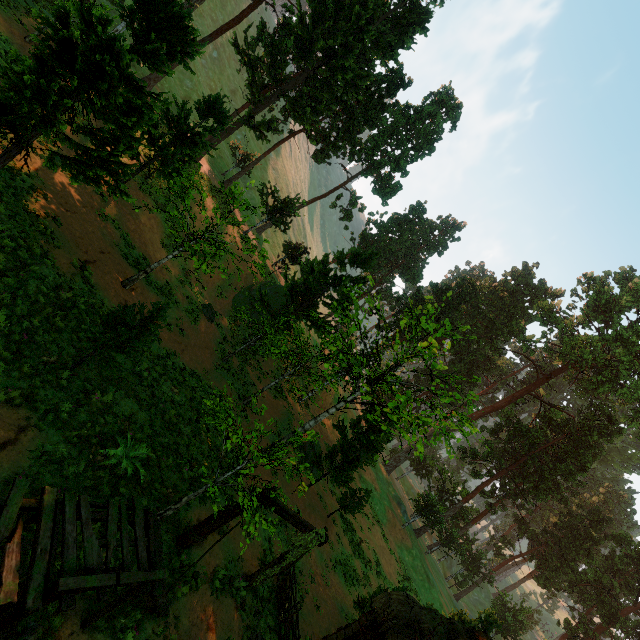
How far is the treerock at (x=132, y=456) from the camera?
9.2 meters

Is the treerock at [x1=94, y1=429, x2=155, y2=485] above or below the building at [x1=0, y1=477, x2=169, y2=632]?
below

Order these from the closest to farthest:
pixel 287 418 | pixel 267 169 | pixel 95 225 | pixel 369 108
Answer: pixel 95 225
pixel 287 418
pixel 369 108
pixel 267 169

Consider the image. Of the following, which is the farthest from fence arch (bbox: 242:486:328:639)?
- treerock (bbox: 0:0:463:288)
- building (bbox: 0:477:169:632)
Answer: treerock (bbox: 0:0:463:288)

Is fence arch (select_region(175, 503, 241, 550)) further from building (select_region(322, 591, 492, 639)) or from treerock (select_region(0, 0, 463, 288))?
treerock (select_region(0, 0, 463, 288))

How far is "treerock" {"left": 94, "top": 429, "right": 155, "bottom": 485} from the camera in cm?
920

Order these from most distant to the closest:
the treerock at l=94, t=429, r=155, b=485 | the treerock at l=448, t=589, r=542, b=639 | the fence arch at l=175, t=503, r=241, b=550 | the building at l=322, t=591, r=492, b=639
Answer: the treerock at l=448, t=589, r=542, b=639, the building at l=322, t=591, r=492, b=639, the fence arch at l=175, t=503, r=241, b=550, the treerock at l=94, t=429, r=155, b=485

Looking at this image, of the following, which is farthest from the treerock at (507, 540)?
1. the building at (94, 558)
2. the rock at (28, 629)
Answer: the rock at (28, 629)
